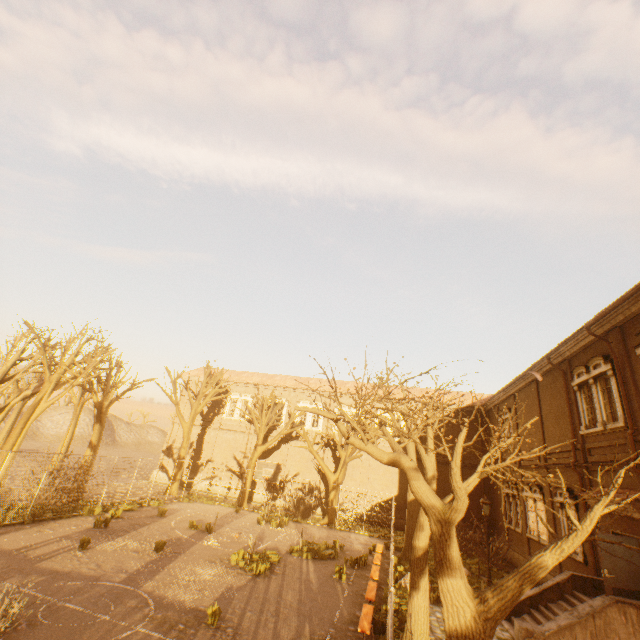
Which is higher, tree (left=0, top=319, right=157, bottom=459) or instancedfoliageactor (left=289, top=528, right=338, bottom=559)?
tree (left=0, top=319, right=157, bottom=459)

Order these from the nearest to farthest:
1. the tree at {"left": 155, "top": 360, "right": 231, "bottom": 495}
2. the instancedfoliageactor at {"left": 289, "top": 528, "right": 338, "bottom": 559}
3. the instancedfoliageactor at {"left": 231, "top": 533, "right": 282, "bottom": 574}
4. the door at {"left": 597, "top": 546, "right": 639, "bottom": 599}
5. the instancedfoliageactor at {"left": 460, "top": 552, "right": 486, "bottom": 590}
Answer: the door at {"left": 597, "top": 546, "right": 639, "bottom": 599}, the instancedfoliageactor at {"left": 231, "top": 533, "right": 282, "bottom": 574}, the instancedfoliageactor at {"left": 460, "top": 552, "right": 486, "bottom": 590}, the instancedfoliageactor at {"left": 289, "top": 528, "right": 338, "bottom": 559}, the tree at {"left": 155, "top": 360, "right": 231, "bottom": 495}

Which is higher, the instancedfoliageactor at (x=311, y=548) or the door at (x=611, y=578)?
the door at (x=611, y=578)

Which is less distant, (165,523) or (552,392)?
(552,392)

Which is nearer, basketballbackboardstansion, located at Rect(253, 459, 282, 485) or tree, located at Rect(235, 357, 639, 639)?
tree, located at Rect(235, 357, 639, 639)

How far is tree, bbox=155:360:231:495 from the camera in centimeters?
2744cm

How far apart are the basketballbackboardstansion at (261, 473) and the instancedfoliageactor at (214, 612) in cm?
1150

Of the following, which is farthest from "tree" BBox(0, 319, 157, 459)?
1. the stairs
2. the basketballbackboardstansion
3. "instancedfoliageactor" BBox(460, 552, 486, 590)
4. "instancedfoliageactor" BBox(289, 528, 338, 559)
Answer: "instancedfoliageactor" BBox(289, 528, 338, 559)
